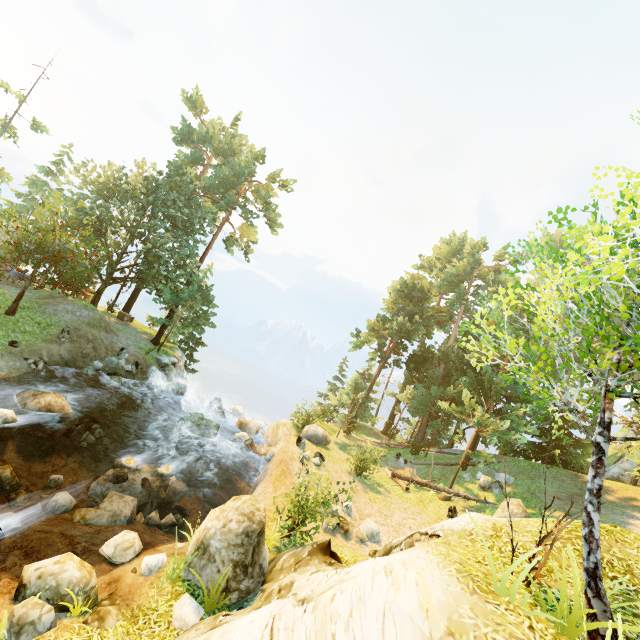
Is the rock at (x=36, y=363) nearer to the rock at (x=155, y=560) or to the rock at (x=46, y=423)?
the rock at (x=46, y=423)

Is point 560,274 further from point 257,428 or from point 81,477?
point 257,428

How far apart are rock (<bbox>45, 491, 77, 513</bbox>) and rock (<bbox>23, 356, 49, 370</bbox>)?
8.17m

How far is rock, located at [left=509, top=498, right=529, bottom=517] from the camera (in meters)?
15.18

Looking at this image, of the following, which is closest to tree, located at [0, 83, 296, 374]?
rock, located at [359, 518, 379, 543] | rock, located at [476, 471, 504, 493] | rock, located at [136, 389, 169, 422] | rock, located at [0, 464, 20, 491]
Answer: rock, located at [476, 471, 504, 493]

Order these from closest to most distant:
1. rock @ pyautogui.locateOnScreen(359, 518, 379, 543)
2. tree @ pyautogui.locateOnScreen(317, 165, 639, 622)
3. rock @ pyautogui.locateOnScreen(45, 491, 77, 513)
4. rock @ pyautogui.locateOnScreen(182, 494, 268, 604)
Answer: tree @ pyautogui.locateOnScreen(317, 165, 639, 622) → rock @ pyautogui.locateOnScreen(182, 494, 268, 604) → rock @ pyautogui.locateOnScreen(45, 491, 77, 513) → rock @ pyautogui.locateOnScreen(359, 518, 379, 543)

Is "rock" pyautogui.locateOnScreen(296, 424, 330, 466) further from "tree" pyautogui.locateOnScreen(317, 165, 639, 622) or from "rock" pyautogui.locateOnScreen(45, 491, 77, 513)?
"rock" pyautogui.locateOnScreen(45, 491, 77, 513)

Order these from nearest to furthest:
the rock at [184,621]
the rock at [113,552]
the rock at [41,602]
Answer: the rock at [41,602]
the rock at [184,621]
the rock at [113,552]
